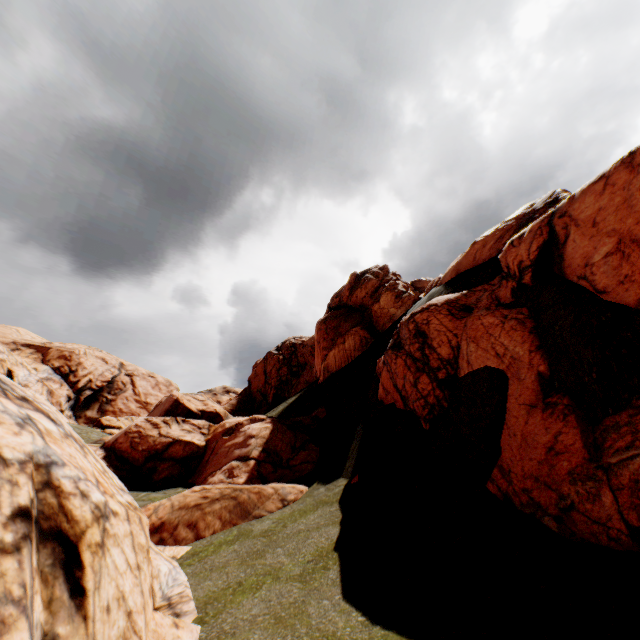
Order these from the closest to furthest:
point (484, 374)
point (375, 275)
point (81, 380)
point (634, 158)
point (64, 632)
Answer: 1. point (64, 632)
2. point (634, 158)
3. point (484, 374)
4. point (375, 275)
5. point (81, 380)
